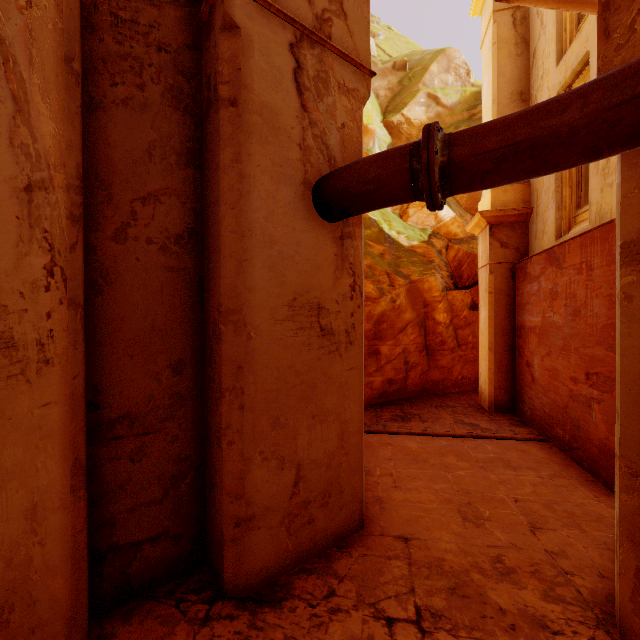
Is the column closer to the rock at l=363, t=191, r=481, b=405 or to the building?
the building

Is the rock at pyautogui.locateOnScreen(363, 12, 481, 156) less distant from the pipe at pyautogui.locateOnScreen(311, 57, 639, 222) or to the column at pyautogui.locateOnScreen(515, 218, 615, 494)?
the column at pyautogui.locateOnScreen(515, 218, 615, 494)

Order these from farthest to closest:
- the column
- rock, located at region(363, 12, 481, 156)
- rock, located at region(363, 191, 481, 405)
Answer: rock, located at region(363, 12, 481, 156) < rock, located at region(363, 191, 481, 405) < the column

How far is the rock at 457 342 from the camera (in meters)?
9.86

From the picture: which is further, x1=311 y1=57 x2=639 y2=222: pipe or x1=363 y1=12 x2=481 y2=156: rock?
x1=363 y1=12 x2=481 y2=156: rock

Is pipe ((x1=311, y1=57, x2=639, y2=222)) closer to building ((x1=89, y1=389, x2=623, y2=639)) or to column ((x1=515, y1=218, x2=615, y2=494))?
building ((x1=89, y1=389, x2=623, y2=639))

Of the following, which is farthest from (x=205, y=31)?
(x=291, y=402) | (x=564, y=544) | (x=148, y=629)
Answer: (x=564, y=544)

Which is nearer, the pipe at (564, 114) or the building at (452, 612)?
the pipe at (564, 114)
